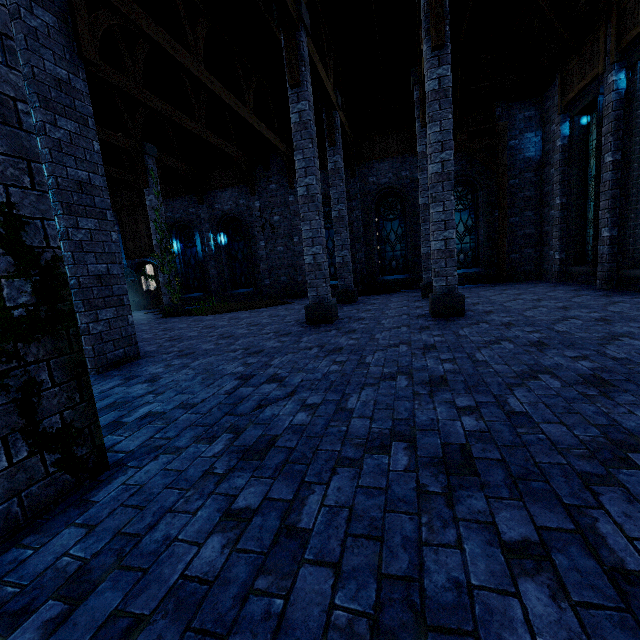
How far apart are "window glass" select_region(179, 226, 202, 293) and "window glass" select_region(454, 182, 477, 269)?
12.51m

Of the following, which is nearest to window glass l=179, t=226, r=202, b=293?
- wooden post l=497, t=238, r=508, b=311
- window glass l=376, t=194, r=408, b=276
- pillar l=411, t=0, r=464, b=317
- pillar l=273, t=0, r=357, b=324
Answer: window glass l=376, t=194, r=408, b=276

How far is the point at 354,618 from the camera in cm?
128

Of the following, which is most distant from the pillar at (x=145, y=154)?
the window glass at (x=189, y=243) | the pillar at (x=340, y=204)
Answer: the pillar at (x=340, y=204)

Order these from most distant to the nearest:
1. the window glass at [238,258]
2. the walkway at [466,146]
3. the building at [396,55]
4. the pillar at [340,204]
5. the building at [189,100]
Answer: the window glass at [238,258], the walkway at [466,146], the building at [396,55], the pillar at [340,204], the building at [189,100]

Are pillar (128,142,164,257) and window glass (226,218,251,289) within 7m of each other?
yes

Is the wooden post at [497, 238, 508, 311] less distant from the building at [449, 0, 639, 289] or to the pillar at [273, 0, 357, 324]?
the building at [449, 0, 639, 289]

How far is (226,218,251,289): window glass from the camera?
17.02m
